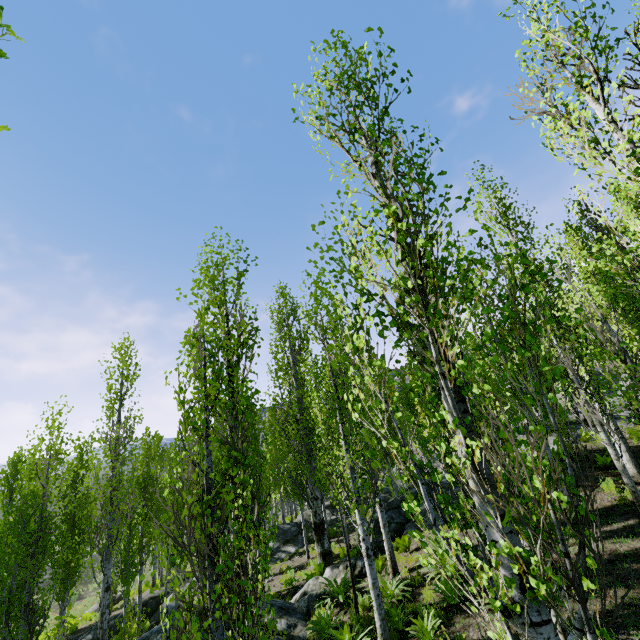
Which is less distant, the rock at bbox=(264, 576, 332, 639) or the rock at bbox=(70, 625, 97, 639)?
the rock at bbox=(264, 576, 332, 639)

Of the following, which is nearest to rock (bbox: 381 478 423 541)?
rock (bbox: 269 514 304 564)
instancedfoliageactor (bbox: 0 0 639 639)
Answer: instancedfoliageactor (bbox: 0 0 639 639)

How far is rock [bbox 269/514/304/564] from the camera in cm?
1947

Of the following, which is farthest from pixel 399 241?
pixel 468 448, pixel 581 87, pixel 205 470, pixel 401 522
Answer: pixel 401 522

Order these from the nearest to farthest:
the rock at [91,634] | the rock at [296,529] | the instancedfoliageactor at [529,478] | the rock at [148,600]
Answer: the instancedfoliageactor at [529,478], the rock at [148,600], the rock at [91,634], the rock at [296,529]

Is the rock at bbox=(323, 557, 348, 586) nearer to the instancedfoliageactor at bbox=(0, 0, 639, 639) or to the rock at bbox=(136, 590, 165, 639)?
the instancedfoliageactor at bbox=(0, 0, 639, 639)

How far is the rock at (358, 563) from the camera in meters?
11.4
